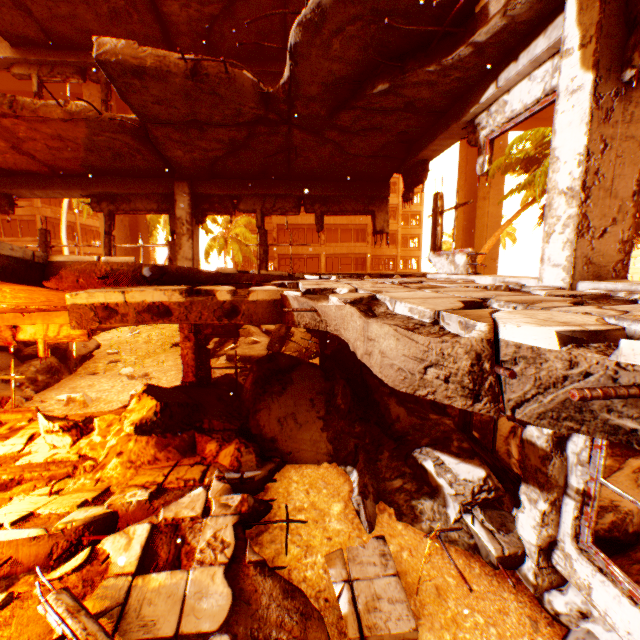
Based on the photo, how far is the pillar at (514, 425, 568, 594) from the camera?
3.3m

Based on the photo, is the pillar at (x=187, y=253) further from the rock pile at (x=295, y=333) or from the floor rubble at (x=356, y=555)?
the floor rubble at (x=356, y=555)

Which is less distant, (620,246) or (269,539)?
(620,246)

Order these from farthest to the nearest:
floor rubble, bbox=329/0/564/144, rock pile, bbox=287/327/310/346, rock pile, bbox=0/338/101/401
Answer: rock pile, bbox=287/327/310/346, rock pile, bbox=0/338/101/401, floor rubble, bbox=329/0/564/144

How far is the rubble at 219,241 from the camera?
24.0m

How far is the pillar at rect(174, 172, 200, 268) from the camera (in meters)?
7.46

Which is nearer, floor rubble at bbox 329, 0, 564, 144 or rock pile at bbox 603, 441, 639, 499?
floor rubble at bbox 329, 0, 564, 144

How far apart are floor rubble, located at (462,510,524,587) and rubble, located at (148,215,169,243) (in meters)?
23.76
